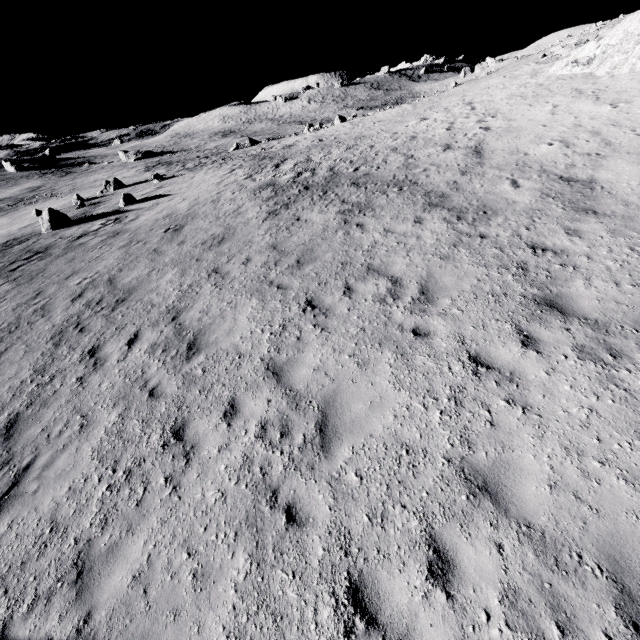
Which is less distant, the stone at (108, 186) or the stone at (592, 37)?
the stone at (592, 37)

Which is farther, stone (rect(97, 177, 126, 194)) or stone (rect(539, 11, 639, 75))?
stone (rect(97, 177, 126, 194))

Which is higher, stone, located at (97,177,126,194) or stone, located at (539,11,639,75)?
stone, located at (539,11,639,75)

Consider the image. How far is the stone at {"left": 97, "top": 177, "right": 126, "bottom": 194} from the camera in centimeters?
3269cm

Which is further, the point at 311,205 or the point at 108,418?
the point at 311,205

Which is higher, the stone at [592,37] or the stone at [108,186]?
the stone at [592,37]
